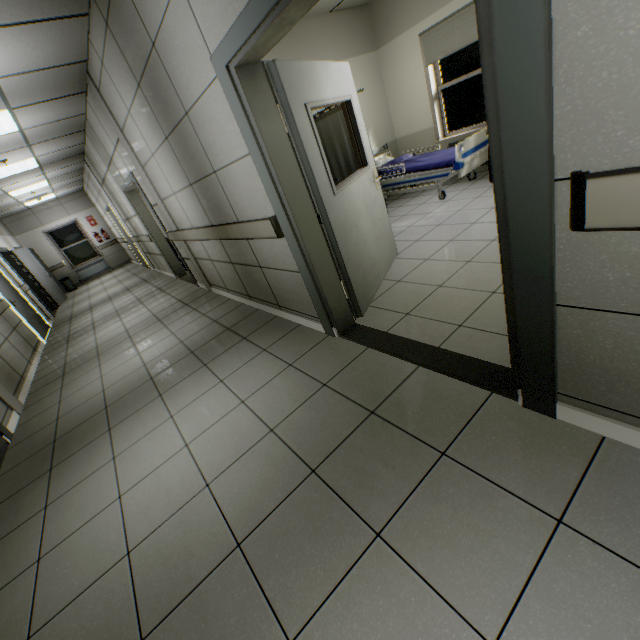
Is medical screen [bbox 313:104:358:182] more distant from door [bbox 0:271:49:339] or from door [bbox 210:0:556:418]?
door [bbox 0:271:49:339]

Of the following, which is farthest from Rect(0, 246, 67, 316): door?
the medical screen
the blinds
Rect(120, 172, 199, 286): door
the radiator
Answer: the blinds

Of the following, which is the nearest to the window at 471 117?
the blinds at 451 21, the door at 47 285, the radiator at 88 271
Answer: the blinds at 451 21

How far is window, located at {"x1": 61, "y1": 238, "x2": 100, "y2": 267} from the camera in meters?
13.5 m

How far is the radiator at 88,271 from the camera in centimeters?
1371cm

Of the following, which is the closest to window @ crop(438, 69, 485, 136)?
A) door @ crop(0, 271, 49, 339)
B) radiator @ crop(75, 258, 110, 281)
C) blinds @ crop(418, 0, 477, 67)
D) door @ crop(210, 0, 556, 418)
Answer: blinds @ crop(418, 0, 477, 67)

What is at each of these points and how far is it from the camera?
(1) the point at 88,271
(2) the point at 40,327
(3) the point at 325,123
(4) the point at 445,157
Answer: (1) radiator, 13.8 meters
(2) door, 7.3 meters
(3) medical screen, 5.1 meters
(4) blanket, 5.1 meters

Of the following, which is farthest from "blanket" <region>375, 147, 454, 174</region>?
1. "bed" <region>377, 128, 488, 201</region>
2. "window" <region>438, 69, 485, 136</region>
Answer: "window" <region>438, 69, 485, 136</region>
